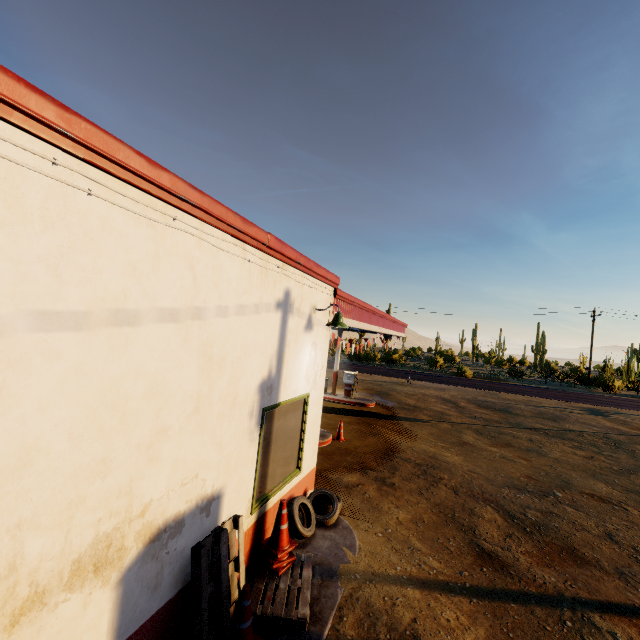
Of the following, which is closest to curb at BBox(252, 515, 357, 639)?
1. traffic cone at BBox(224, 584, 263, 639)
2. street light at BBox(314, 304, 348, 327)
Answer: traffic cone at BBox(224, 584, 263, 639)

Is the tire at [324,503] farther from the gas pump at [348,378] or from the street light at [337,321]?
the gas pump at [348,378]

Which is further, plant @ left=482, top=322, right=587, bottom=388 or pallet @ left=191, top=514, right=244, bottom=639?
plant @ left=482, top=322, right=587, bottom=388

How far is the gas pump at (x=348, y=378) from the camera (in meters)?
17.97

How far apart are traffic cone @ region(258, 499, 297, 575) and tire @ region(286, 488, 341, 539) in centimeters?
37cm

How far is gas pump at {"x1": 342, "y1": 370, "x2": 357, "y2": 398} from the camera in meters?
18.0 m

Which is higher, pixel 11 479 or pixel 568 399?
pixel 11 479

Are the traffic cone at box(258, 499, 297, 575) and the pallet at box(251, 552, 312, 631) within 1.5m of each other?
yes
